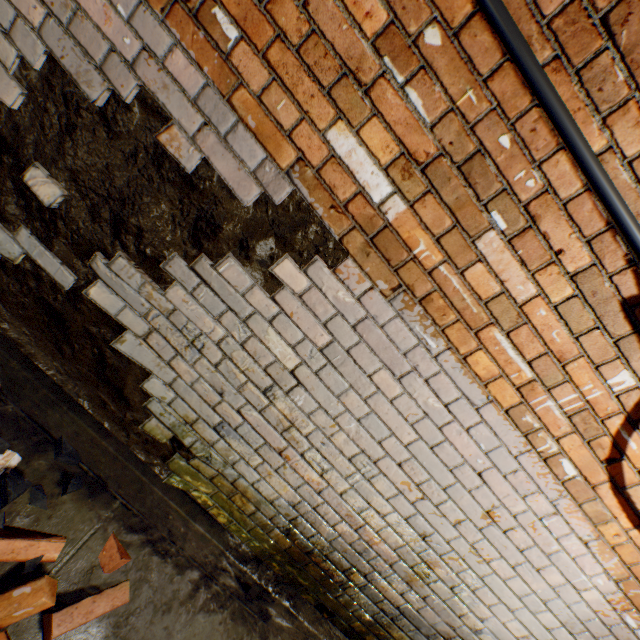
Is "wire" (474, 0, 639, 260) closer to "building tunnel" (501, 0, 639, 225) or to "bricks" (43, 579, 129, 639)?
"building tunnel" (501, 0, 639, 225)

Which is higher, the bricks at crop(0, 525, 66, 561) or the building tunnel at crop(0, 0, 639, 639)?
the building tunnel at crop(0, 0, 639, 639)

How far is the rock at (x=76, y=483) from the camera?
1.6m

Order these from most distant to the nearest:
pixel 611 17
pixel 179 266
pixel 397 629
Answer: pixel 397 629 < pixel 179 266 < pixel 611 17

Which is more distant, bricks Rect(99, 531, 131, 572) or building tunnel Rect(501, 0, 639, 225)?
bricks Rect(99, 531, 131, 572)

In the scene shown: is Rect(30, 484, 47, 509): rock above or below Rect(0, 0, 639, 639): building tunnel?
below

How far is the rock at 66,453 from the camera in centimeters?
164cm

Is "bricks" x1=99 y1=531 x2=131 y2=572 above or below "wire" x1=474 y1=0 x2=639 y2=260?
below
